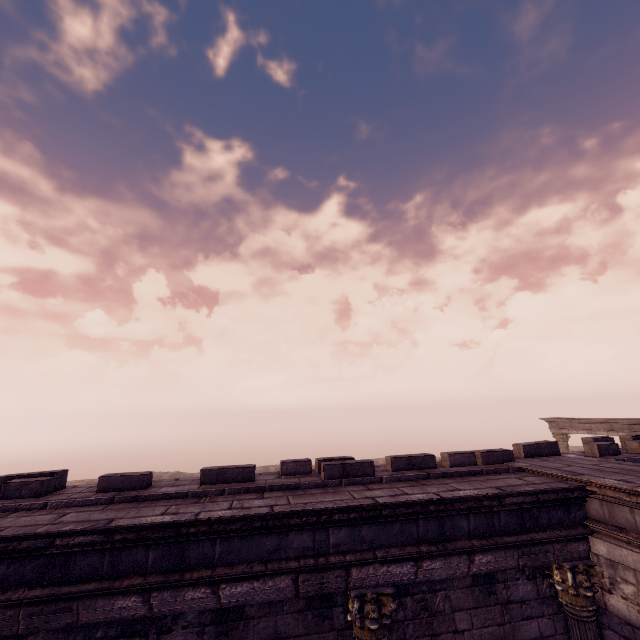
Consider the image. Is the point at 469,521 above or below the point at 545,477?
below

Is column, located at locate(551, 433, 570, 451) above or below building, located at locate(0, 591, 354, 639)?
above

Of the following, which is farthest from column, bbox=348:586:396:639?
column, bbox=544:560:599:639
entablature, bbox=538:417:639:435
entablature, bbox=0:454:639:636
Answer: entablature, bbox=538:417:639:435

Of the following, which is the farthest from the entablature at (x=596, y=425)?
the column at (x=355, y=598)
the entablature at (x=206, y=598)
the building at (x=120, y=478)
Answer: the column at (x=355, y=598)

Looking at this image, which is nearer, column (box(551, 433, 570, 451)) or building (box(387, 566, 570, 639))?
building (box(387, 566, 570, 639))

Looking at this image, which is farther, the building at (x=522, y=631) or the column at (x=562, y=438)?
the column at (x=562, y=438)

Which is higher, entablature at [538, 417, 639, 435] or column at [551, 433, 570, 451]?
entablature at [538, 417, 639, 435]

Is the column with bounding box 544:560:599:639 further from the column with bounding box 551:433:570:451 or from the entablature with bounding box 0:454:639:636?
the column with bounding box 551:433:570:451
